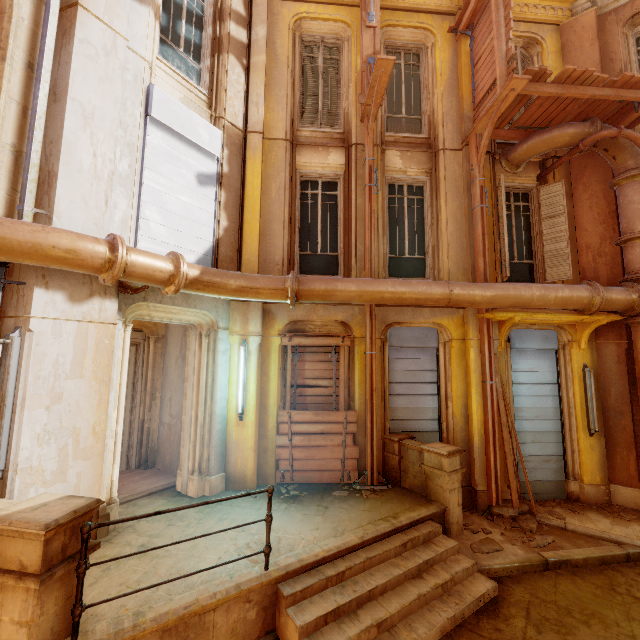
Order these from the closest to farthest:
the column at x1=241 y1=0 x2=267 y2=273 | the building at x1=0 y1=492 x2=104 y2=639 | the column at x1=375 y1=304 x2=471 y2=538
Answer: the building at x1=0 y1=492 x2=104 y2=639 < the column at x1=375 y1=304 x2=471 y2=538 < the column at x1=241 y1=0 x2=267 y2=273

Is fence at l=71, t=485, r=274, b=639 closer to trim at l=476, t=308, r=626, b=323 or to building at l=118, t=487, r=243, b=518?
building at l=118, t=487, r=243, b=518

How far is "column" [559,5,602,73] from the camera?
8.21m

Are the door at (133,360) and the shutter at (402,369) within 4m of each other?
no

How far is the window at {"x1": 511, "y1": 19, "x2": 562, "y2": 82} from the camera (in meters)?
8.59

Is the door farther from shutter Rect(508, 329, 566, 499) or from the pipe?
shutter Rect(508, 329, 566, 499)

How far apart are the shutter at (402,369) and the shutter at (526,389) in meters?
1.6

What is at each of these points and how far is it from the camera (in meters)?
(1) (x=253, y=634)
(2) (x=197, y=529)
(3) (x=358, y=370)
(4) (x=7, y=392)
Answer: (1) building, 3.74
(2) building, 4.97
(3) column, 7.17
(4) lamp, 3.91
